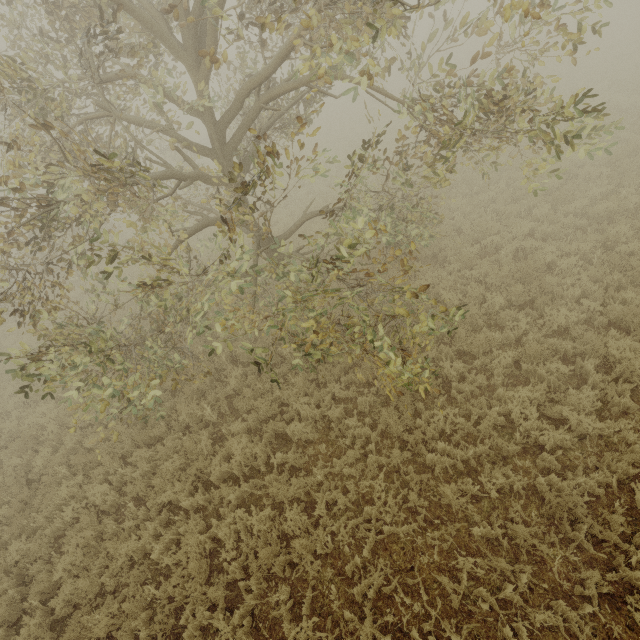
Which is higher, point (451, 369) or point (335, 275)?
point (335, 275)
